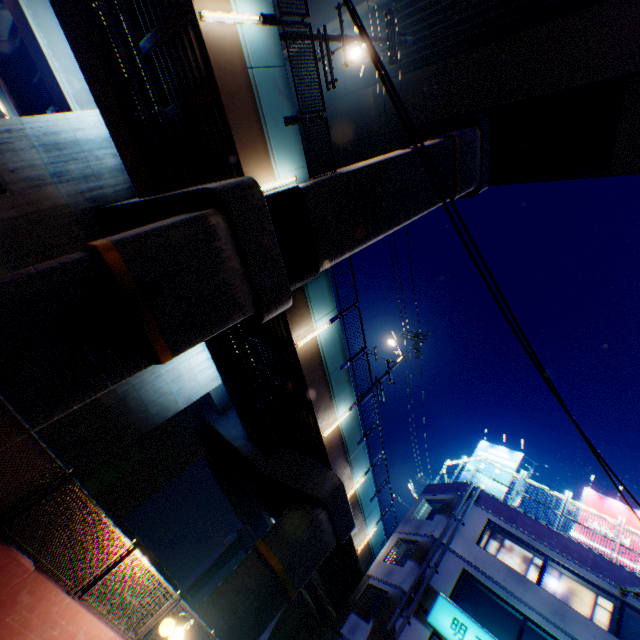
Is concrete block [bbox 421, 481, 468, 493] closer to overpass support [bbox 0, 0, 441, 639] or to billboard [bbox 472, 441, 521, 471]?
billboard [bbox 472, 441, 521, 471]

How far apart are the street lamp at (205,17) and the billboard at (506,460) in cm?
2472

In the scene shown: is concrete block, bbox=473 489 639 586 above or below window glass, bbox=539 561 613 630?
above

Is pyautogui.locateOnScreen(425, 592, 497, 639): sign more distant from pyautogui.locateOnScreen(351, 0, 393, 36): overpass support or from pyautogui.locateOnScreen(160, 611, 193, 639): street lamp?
pyautogui.locateOnScreen(160, 611, 193, 639): street lamp

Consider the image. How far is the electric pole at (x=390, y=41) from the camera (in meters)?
13.04

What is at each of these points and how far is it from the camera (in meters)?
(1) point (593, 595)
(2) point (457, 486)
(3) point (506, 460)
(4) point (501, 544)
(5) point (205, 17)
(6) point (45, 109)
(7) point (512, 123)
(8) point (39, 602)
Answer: (1) window glass, 14.28
(2) concrete block, 19.38
(3) billboard, 21.25
(4) window glass, 16.66
(5) street lamp, 7.96
(6) overpass support, 20.56
(7) overpass support, 17.88
(8) concrete block, 6.08

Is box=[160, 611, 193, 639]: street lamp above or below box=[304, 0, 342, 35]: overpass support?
below

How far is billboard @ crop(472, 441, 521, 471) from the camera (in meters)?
20.95
